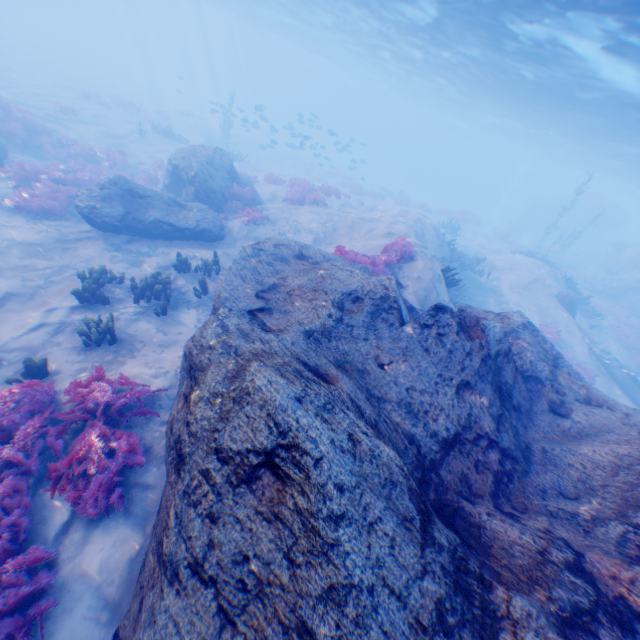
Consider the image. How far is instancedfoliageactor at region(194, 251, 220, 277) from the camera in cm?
1129

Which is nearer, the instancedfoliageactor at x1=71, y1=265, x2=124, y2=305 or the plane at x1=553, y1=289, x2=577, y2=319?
the instancedfoliageactor at x1=71, y1=265, x2=124, y2=305

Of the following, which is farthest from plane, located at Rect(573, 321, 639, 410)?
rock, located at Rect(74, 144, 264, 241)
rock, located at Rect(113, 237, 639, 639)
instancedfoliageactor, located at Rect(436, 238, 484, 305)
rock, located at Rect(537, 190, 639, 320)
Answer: rock, located at Rect(74, 144, 264, 241)

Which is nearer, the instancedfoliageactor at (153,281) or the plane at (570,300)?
the instancedfoliageactor at (153,281)

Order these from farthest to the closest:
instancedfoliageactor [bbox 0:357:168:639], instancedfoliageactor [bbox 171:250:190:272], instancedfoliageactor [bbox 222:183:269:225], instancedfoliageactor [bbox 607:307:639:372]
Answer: instancedfoliageactor [bbox 607:307:639:372]
instancedfoliageactor [bbox 222:183:269:225]
instancedfoliageactor [bbox 171:250:190:272]
instancedfoliageactor [bbox 0:357:168:639]

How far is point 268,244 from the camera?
8.72m

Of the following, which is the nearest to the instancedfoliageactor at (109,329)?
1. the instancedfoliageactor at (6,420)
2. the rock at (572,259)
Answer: the instancedfoliageactor at (6,420)
